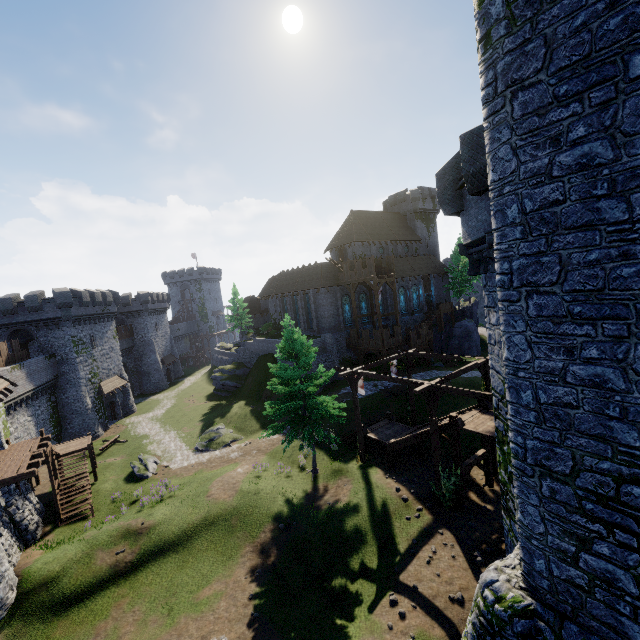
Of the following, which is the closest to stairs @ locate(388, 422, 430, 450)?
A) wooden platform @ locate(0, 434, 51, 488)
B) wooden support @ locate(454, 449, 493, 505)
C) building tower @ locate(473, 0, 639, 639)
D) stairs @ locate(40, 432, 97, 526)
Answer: wooden support @ locate(454, 449, 493, 505)

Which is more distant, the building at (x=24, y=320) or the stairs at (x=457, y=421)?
the building at (x=24, y=320)

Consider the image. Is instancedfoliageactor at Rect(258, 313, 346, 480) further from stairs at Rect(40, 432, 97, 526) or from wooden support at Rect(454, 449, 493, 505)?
stairs at Rect(40, 432, 97, 526)

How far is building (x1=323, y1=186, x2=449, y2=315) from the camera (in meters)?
47.53

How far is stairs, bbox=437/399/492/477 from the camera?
17.27m

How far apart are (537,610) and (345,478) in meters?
14.9 m

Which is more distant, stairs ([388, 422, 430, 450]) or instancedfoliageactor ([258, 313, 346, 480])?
instancedfoliageactor ([258, 313, 346, 480])

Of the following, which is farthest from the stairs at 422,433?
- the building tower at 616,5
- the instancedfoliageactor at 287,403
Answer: the building tower at 616,5
